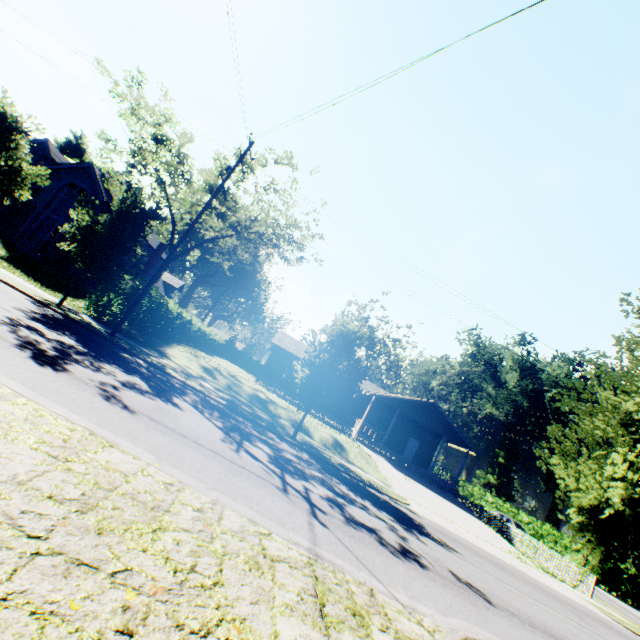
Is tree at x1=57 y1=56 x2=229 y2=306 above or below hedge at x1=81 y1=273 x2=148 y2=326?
above

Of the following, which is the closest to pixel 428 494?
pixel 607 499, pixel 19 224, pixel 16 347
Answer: pixel 607 499

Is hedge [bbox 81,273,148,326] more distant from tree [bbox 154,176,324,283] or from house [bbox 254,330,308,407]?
house [bbox 254,330,308,407]

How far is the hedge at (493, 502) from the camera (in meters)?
35.53

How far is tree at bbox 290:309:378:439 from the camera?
14.5m

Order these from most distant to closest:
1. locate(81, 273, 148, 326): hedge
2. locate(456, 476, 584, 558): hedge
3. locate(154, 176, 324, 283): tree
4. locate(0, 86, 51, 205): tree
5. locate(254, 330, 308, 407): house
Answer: locate(456, 476, 584, 558): hedge
locate(254, 330, 308, 407): house
locate(154, 176, 324, 283): tree
locate(81, 273, 148, 326): hedge
locate(0, 86, 51, 205): tree

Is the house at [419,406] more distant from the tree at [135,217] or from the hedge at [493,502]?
the hedge at [493,502]

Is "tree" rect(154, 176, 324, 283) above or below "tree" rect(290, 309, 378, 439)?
above
